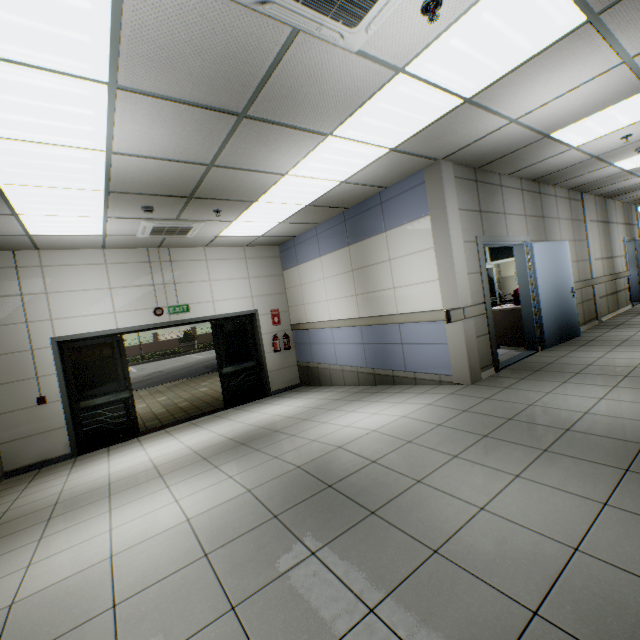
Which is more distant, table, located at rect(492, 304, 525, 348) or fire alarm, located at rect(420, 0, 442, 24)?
table, located at rect(492, 304, 525, 348)

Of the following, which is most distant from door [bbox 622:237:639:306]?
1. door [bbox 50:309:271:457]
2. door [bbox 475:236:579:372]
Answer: door [bbox 50:309:271:457]

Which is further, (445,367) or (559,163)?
(559,163)

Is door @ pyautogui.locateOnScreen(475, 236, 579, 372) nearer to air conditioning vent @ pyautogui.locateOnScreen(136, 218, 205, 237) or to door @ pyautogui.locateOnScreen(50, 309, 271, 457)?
air conditioning vent @ pyautogui.locateOnScreen(136, 218, 205, 237)

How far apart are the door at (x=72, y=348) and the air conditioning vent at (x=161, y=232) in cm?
185

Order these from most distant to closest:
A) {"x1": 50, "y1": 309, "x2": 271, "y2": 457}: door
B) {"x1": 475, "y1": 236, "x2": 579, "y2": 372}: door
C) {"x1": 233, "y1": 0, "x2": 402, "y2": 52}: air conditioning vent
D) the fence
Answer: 1. the fence
2. {"x1": 50, "y1": 309, "x2": 271, "y2": 457}: door
3. {"x1": 475, "y1": 236, "x2": 579, "y2": 372}: door
4. {"x1": 233, "y1": 0, "x2": 402, "y2": 52}: air conditioning vent

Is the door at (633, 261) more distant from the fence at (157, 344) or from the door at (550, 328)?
the fence at (157, 344)

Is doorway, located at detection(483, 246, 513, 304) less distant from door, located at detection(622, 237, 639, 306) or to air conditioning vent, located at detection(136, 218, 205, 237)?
door, located at detection(622, 237, 639, 306)
